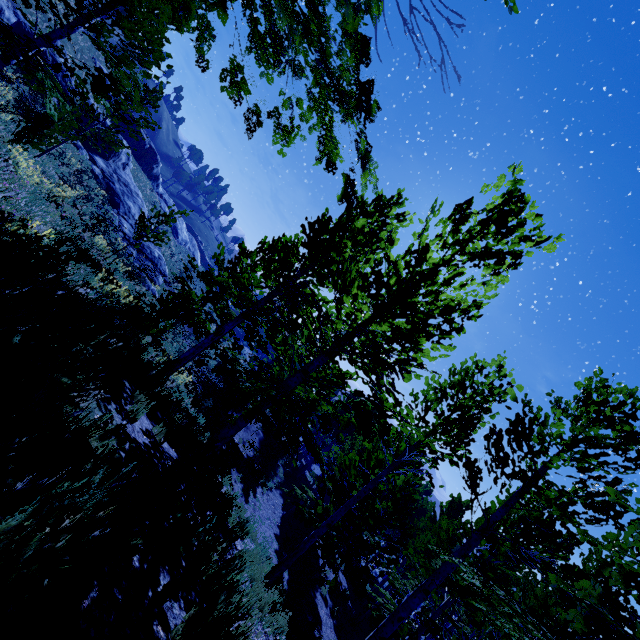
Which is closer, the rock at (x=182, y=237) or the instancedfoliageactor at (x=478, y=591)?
the instancedfoliageactor at (x=478, y=591)

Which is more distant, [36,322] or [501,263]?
[501,263]

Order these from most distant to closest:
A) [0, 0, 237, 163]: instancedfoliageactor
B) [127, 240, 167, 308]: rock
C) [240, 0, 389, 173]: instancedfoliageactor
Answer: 1. [127, 240, 167, 308]: rock
2. [0, 0, 237, 163]: instancedfoliageactor
3. [240, 0, 389, 173]: instancedfoliageactor

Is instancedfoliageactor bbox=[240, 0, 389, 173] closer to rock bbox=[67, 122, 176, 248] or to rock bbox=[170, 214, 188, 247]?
rock bbox=[67, 122, 176, 248]

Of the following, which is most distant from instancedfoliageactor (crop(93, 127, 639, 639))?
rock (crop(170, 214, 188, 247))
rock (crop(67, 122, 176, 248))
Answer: rock (crop(170, 214, 188, 247))

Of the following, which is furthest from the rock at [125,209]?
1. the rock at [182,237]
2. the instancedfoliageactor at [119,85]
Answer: the rock at [182,237]
